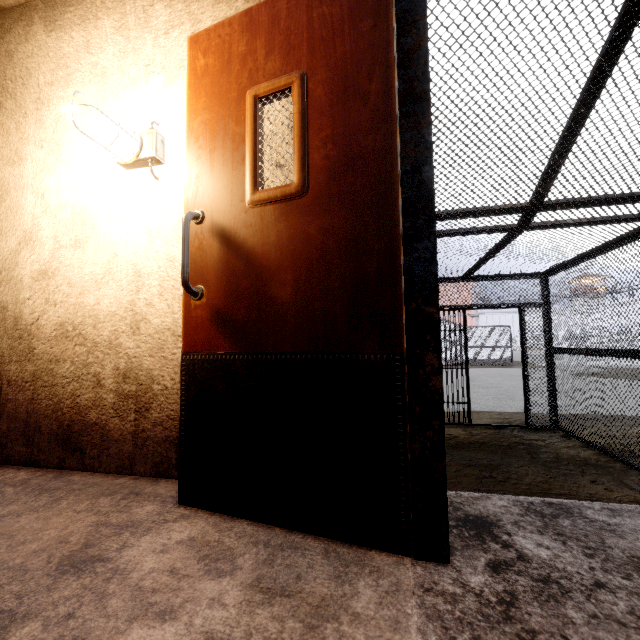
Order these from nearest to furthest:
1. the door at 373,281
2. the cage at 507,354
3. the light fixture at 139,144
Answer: the door at 373,281
the light fixture at 139,144
the cage at 507,354

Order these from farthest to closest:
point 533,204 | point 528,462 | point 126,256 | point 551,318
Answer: point 551,318, point 528,462, point 533,204, point 126,256

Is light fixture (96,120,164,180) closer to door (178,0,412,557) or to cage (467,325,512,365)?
door (178,0,412,557)

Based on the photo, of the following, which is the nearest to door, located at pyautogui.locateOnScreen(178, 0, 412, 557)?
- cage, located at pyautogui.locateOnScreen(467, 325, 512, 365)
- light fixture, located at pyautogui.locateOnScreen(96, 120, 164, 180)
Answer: light fixture, located at pyautogui.locateOnScreen(96, 120, 164, 180)

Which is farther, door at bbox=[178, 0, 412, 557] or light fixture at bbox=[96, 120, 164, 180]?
light fixture at bbox=[96, 120, 164, 180]

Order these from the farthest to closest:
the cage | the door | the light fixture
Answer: the cage, the light fixture, the door

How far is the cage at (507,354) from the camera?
22.8 meters
